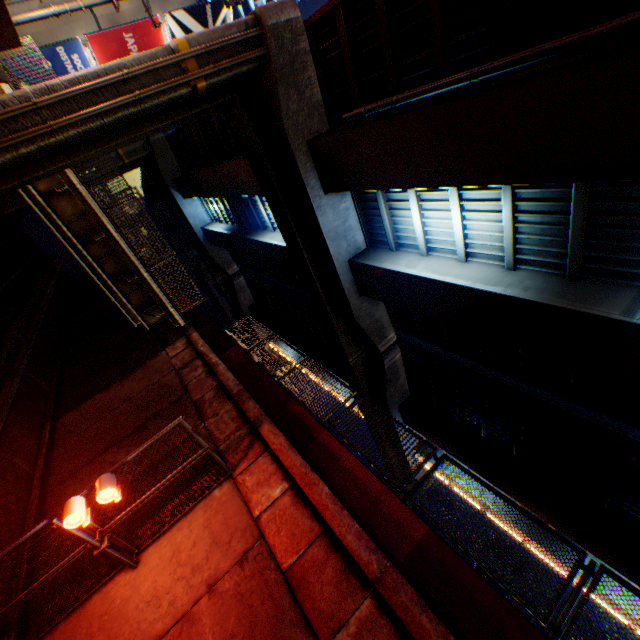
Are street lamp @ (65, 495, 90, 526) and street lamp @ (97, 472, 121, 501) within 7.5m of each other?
yes

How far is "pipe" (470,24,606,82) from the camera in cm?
577

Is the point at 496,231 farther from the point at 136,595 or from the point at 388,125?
the point at 136,595

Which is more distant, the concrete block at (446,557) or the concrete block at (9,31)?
the concrete block at (9,31)

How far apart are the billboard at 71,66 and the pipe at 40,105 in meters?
12.7 m

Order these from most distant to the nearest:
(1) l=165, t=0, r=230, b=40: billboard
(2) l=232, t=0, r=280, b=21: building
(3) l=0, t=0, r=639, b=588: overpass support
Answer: (2) l=232, t=0, r=280, b=21: building, (1) l=165, t=0, r=230, b=40: billboard, (3) l=0, t=0, r=639, b=588: overpass support

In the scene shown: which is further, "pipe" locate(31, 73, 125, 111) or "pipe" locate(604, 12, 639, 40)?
"pipe" locate(31, 73, 125, 111)

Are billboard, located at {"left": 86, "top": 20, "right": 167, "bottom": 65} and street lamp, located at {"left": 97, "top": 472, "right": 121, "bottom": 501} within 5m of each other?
no
